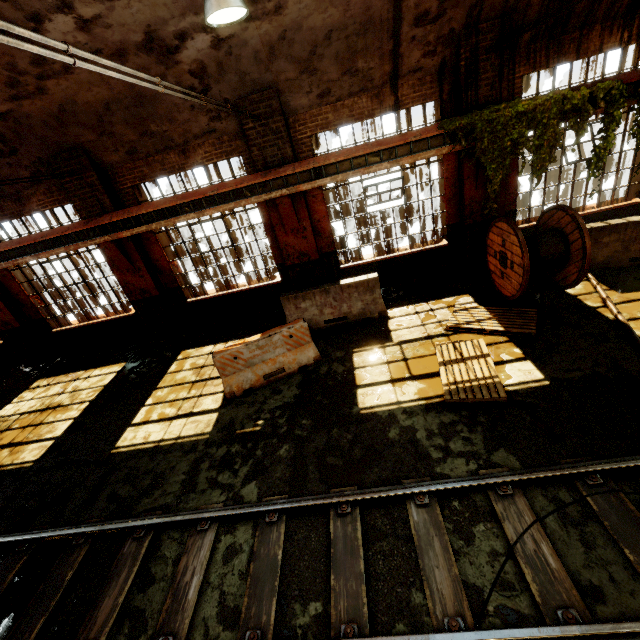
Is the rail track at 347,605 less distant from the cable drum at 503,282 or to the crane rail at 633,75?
the cable drum at 503,282

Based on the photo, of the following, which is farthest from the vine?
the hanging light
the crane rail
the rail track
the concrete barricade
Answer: the rail track

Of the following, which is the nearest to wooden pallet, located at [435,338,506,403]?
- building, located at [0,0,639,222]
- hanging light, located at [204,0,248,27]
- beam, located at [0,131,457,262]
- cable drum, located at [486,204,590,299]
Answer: cable drum, located at [486,204,590,299]

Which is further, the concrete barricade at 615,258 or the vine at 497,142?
the concrete barricade at 615,258

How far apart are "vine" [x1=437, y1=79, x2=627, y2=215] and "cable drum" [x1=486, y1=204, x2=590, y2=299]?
0.4 meters

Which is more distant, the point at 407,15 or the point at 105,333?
the point at 105,333

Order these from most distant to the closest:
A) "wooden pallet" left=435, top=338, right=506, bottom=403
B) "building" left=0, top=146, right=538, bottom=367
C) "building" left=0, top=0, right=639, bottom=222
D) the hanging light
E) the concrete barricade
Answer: "building" left=0, top=146, right=538, bottom=367 → the concrete barricade → "building" left=0, top=0, right=639, bottom=222 → "wooden pallet" left=435, top=338, right=506, bottom=403 → the hanging light

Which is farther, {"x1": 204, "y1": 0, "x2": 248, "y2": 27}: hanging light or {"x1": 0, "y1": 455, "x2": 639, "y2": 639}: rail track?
{"x1": 204, "y1": 0, "x2": 248, "y2": 27}: hanging light
